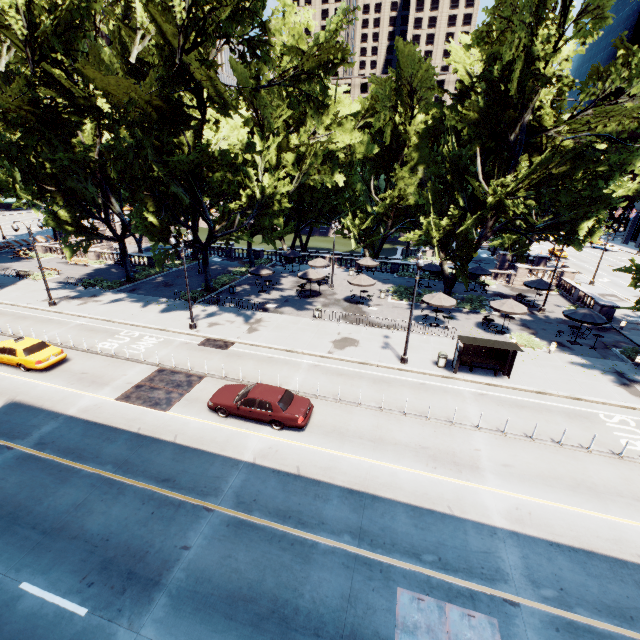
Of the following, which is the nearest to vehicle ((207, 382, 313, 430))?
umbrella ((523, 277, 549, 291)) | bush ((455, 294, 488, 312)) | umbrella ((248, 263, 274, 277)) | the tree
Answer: the tree

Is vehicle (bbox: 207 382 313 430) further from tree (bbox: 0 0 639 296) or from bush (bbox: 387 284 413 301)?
bush (bbox: 387 284 413 301)

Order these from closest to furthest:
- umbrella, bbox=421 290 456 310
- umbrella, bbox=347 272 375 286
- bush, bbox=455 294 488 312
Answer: umbrella, bbox=421 290 456 310 → umbrella, bbox=347 272 375 286 → bush, bbox=455 294 488 312

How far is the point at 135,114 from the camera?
20.7m

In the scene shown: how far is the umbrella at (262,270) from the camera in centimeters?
3294cm

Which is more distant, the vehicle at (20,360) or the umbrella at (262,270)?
the umbrella at (262,270)

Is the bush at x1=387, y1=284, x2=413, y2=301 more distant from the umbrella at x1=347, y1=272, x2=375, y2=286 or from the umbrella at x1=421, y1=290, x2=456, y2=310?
the umbrella at x1=421, y1=290, x2=456, y2=310

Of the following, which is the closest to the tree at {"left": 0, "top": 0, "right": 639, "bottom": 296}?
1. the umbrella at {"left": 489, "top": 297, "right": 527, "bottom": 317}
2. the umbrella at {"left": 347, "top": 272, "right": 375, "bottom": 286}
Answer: the umbrella at {"left": 489, "top": 297, "right": 527, "bottom": 317}
